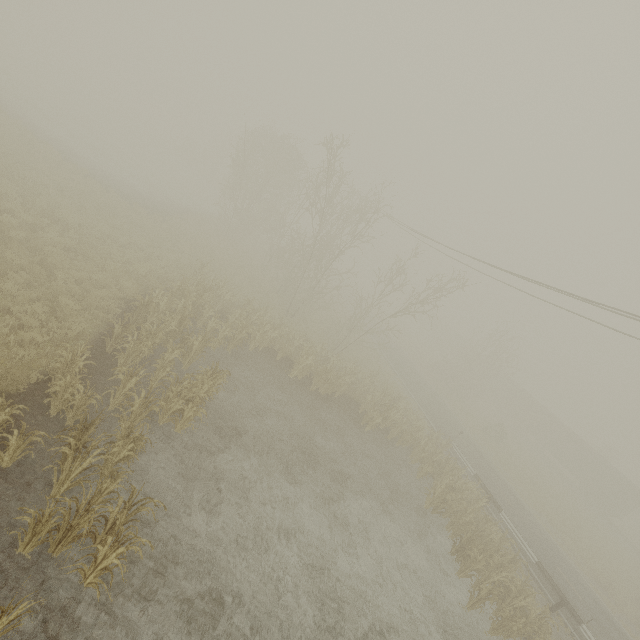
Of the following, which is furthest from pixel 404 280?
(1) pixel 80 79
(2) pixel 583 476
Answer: (1) pixel 80 79

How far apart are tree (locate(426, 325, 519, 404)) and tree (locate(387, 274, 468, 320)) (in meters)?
20.90

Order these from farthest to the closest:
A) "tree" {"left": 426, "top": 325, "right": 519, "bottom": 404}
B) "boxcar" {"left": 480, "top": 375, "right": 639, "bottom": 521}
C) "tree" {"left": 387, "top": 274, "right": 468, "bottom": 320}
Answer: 1. "tree" {"left": 426, "top": 325, "right": 519, "bottom": 404}
2. "boxcar" {"left": 480, "top": 375, "right": 639, "bottom": 521}
3. "tree" {"left": 387, "top": 274, "right": 468, "bottom": 320}

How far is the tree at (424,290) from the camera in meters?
19.4

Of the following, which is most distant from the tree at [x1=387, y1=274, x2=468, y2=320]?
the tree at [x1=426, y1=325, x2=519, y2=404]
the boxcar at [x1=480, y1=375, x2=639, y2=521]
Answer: the boxcar at [x1=480, y1=375, x2=639, y2=521]

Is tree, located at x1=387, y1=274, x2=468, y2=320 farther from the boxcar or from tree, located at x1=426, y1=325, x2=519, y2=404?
the boxcar

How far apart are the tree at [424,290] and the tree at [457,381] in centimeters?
2090cm
